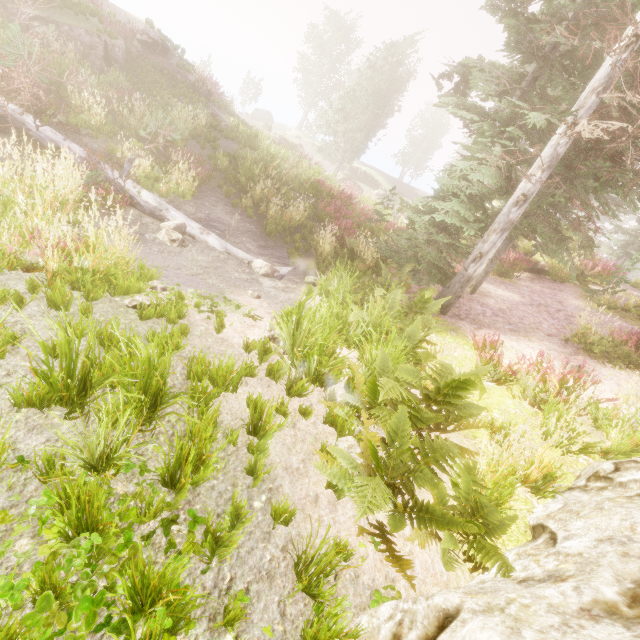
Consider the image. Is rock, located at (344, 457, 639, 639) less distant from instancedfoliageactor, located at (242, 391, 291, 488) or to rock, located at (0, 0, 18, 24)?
instancedfoliageactor, located at (242, 391, 291, 488)

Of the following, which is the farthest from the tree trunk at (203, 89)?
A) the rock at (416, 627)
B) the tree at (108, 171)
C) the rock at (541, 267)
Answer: the rock at (416, 627)

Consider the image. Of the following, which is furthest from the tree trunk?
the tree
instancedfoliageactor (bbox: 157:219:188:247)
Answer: instancedfoliageactor (bbox: 157:219:188:247)

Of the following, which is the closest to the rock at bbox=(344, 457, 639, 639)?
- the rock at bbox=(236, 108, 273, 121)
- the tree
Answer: the tree

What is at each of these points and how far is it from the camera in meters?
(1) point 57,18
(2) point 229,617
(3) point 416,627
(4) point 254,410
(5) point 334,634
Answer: (1) rock, 14.9
(2) instancedfoliageactor, 1.8
(3) rock, 1.9
(4) instancedfoliageactor, 3.4
(5) instancedfoliageactor, 1.8

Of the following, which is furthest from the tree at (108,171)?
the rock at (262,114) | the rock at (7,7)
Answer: the rock at (262,114)

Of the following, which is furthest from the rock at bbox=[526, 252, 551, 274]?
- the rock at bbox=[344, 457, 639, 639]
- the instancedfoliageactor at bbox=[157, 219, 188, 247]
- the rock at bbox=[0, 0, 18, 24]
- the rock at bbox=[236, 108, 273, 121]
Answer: the rock at bbox=[236, 108, 273, 121]

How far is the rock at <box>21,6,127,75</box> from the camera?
14.7 meters
